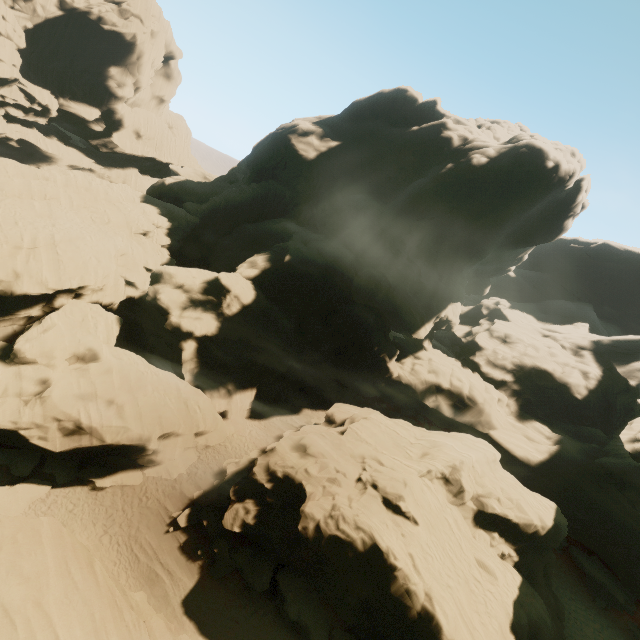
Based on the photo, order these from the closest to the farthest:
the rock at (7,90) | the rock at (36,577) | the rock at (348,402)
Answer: the rock at (36,577) → the rock at (348,402) → the rock at (7,90)

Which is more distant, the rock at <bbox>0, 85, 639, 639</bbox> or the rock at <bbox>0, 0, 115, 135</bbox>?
the rock at <bbox>0, 0, 115, 135</bbox>

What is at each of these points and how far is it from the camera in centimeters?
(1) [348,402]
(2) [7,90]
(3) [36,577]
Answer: (1) rock, 3706cm
(2) rock, 5772cm
(3) rock, 1230cm

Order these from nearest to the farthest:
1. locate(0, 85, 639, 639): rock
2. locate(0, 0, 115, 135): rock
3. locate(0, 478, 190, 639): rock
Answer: locate(0, 478, 190, 639): rock, locate(0, 85, 639, 639): rock, locate(0, 0, 115, 135): rock

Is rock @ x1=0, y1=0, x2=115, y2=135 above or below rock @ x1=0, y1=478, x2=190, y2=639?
above

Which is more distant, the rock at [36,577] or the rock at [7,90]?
the rock at [7,90]
